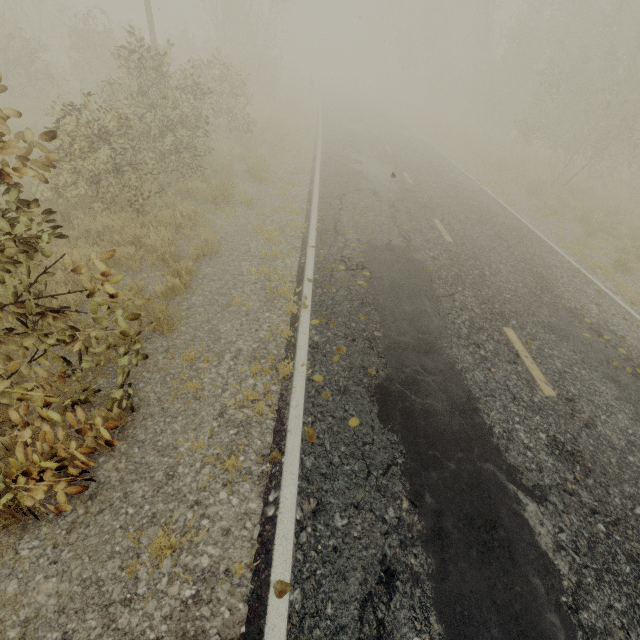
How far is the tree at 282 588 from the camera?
2.6m

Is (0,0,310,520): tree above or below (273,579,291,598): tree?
above

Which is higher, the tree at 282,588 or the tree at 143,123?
the tree at 143,123

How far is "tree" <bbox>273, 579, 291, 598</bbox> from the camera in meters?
2.6

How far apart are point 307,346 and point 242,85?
14.80m
